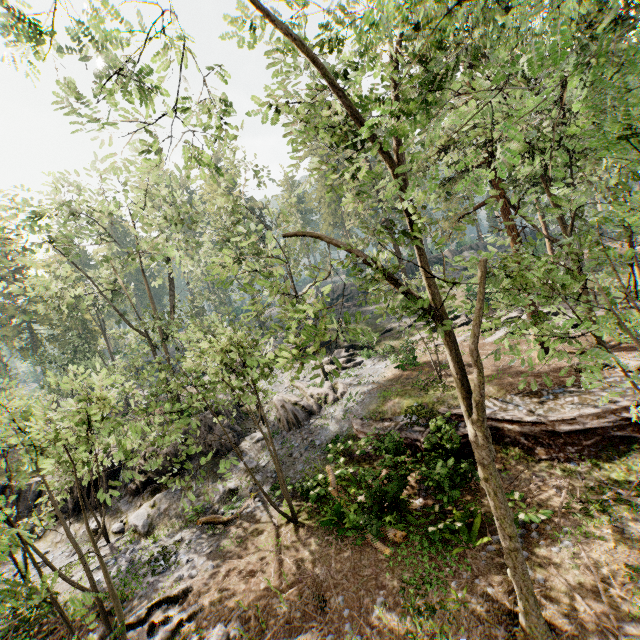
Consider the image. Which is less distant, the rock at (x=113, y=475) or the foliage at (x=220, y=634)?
the foliage at (x=220, y=634)

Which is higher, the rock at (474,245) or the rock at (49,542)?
the rock at (474,245)

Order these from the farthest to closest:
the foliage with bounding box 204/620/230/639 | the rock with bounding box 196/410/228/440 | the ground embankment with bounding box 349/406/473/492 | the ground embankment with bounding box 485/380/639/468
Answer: the rock with bounding box 196/410/228/440 < the ground embankment with bounding box 485/380/639/468 < the ground embankment with bounding box 349/406/473/492 < the foliage with bounding box 204/620/230/639

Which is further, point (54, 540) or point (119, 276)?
point (119, 276)

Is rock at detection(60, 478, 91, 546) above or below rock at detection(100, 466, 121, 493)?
below

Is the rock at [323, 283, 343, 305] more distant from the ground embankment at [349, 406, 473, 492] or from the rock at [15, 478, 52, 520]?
the ground embankment at [349, 406, 473, 492]

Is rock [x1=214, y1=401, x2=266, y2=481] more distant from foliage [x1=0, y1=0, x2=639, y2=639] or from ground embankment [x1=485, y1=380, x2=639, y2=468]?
ground embankment [x1=485, y1=380, x2=639, y2=468]
